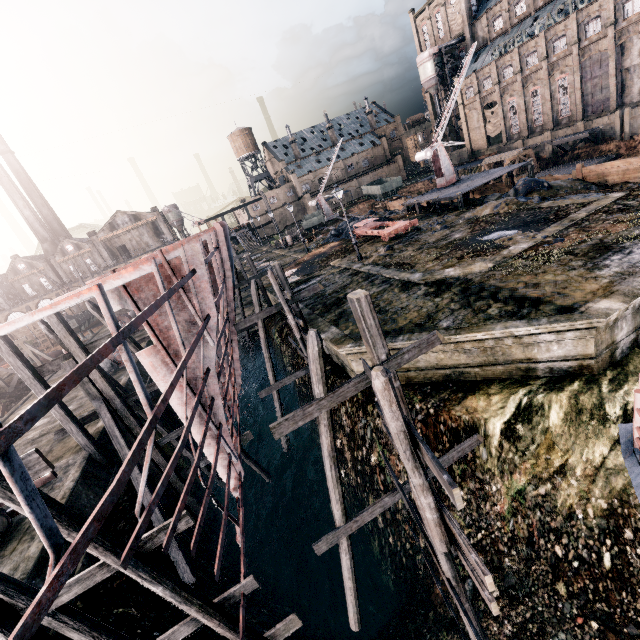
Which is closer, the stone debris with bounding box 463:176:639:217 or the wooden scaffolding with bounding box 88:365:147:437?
the wooden scaffolding with bounding box 88:365:147:437

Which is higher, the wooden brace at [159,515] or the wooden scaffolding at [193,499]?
the wooden brace at [159,515]

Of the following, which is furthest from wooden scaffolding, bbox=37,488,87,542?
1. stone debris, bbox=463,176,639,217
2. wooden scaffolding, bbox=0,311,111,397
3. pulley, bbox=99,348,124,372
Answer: stone debris, bbox=463,176,639,217

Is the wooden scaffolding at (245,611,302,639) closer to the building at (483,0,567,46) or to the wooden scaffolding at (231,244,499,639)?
the wooden scaffolding at (231,244,499,639)

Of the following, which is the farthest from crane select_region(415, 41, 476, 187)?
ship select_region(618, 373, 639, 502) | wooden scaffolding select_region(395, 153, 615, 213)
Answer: Answer: ship select_region(618, 373, 639, 502)

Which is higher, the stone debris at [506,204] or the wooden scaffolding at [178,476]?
the stone debris at [506,204]

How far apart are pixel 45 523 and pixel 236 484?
9.4 meters

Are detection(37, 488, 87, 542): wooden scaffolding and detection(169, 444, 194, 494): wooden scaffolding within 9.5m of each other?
yes
